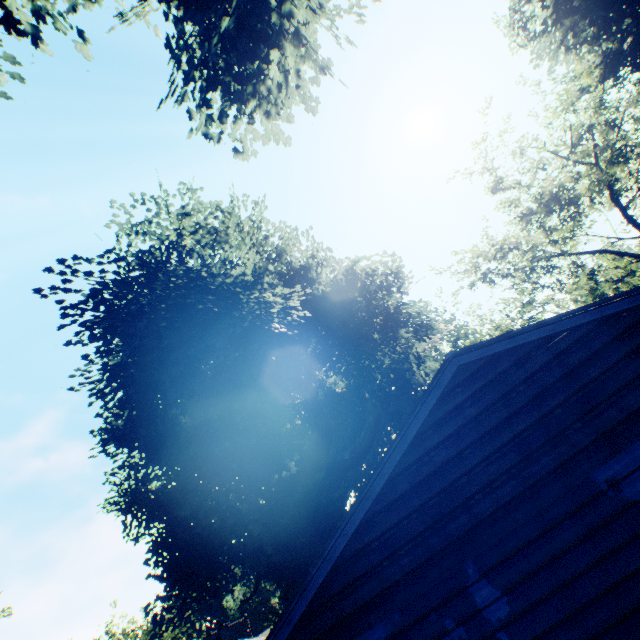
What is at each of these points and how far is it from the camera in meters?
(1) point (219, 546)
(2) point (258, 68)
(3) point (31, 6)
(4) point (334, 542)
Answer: (1) plant, 17.9 m
(2) plant, 6.6 m
(3) plant, 6.9 m
(4) house, 4.7 m

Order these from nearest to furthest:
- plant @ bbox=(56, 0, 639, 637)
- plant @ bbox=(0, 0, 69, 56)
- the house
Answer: the house → plant @ bbox=(0, 0, 69, 56) → plant @ bbox=(56, 0, 639, 637)

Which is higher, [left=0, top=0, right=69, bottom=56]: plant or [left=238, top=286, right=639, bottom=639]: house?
[left=0, top=0, right=69, bottom=56]: plant

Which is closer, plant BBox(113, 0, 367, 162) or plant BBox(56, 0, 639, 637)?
plant BBox(113, 0, 367, 162)

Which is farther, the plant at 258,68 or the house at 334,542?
the plant at 258,68

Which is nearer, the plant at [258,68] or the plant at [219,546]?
the plant at [258,68]
